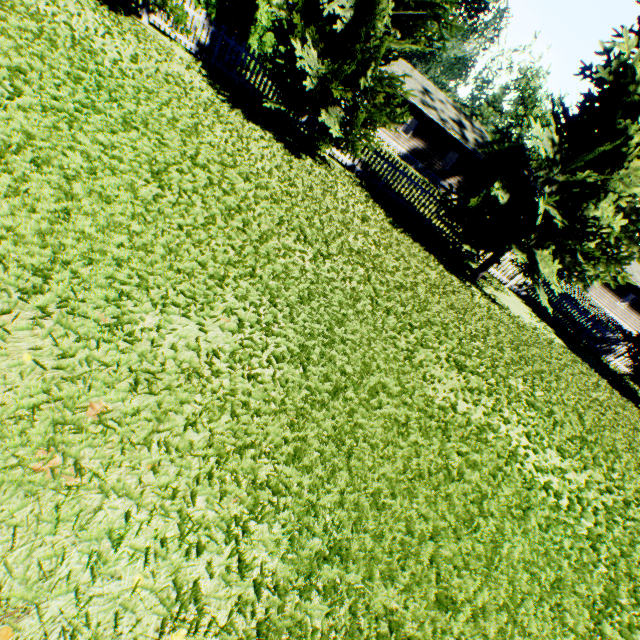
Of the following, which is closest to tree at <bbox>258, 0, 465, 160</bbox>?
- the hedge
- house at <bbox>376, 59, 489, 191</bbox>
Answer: the hedge

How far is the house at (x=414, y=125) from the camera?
28.9m

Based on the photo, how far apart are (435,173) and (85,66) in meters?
31.7

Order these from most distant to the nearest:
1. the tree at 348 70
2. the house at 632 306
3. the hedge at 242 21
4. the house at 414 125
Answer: the house at 632 306 < the house at 414 125 < the hedge at 242 21 < the tree at 348 70

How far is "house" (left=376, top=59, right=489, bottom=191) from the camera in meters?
28.9 m

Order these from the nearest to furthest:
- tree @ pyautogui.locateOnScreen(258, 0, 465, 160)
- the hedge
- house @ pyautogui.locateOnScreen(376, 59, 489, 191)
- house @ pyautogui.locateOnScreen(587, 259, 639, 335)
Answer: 1. tree @ pyautogui.locateOnScreen(258, 0, 465, 160)
2. the hedge
3. house @ pyautogui.locateOnScreen(376, 59, 489, 191)
4. house @ pyautogui.locateOnScreen(587, 259, 639, 335)

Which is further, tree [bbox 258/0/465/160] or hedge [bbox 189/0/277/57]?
hedge [bbox 189/0/277/57]

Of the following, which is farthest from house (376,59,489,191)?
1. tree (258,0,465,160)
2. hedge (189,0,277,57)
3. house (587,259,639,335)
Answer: tree (258,0,465,160)
